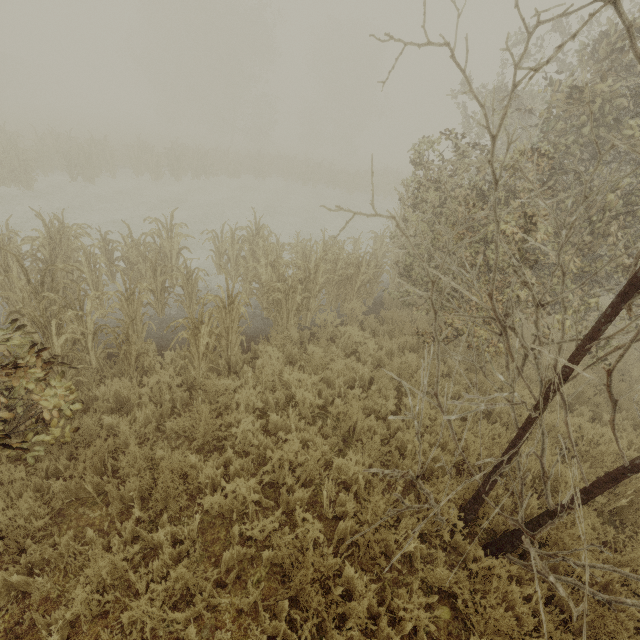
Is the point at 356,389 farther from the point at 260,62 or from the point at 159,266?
the point at 260,62
